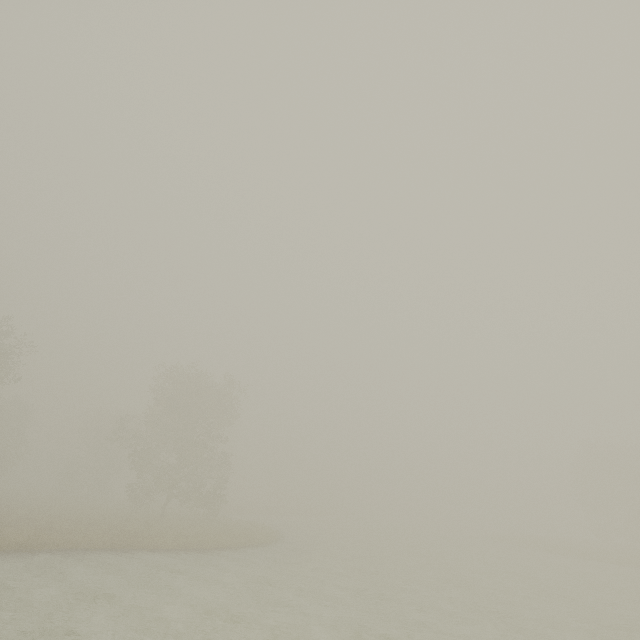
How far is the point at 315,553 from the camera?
24.16m
